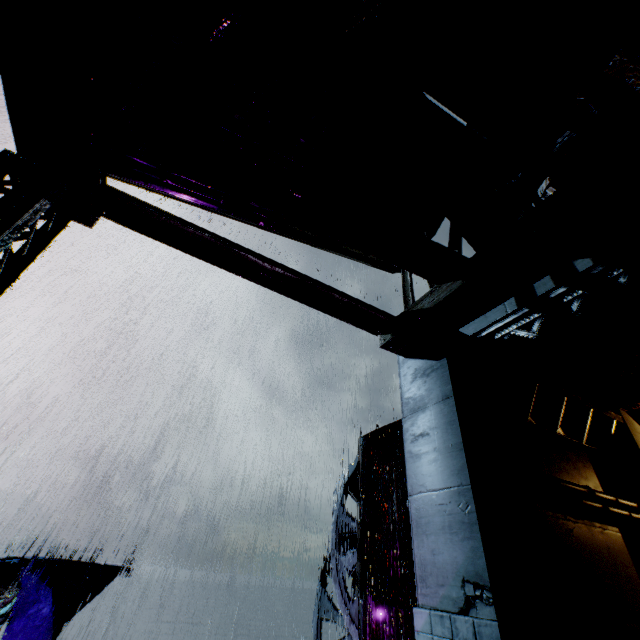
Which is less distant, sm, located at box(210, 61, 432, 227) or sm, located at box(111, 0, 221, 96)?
sm, located at box(111, 0, 221, 96)

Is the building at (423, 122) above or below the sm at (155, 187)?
below

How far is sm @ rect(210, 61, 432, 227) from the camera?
4.7 meters

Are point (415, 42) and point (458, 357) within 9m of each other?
yes

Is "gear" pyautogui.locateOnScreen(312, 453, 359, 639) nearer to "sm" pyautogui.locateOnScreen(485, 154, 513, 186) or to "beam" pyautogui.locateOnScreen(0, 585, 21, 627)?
"sm" pyautogui.locateOnScreen(485, 154, 513, 186)

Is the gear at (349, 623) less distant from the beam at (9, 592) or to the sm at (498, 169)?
the sm at (498, 169)

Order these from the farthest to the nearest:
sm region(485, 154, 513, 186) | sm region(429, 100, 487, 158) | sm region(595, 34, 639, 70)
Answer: sm region(485, 154, 513, 186), sm region(429, 100, 487, 158), sm region(595, 34, 639, 70)
